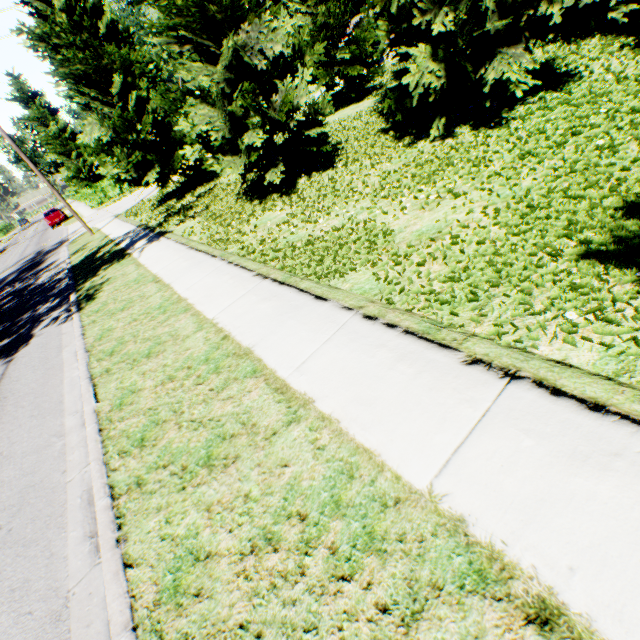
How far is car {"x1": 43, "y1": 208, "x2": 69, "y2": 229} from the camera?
32.88m

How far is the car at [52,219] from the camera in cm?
3288

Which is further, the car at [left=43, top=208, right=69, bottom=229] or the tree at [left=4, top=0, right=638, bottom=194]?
the car at [left=43, top=208, right=69, bottom=229]

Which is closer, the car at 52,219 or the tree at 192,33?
the tree at 192,33

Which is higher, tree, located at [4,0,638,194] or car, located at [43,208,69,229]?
tree, located at [4,0,638,194]

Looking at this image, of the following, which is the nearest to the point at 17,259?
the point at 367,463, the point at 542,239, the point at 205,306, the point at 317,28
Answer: the point at 317,28
